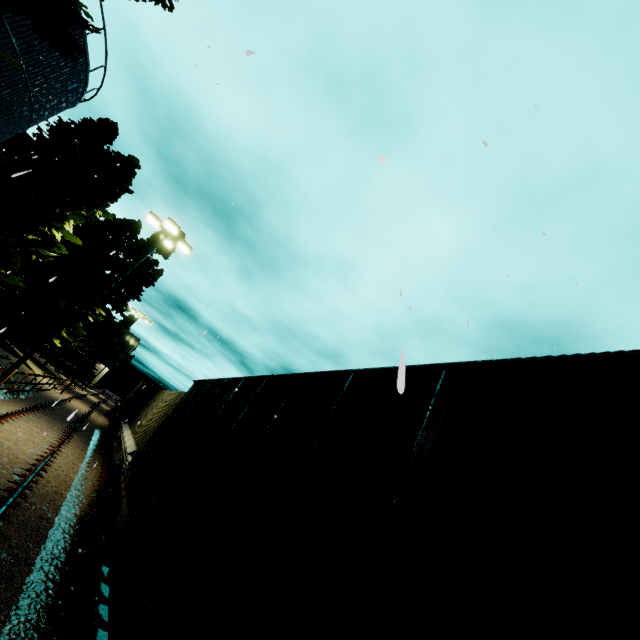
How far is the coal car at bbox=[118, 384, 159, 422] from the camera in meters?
21.8

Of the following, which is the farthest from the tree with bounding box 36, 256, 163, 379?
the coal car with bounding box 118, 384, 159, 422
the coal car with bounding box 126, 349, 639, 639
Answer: the coal car with bounding box 126, 349, 639, 639

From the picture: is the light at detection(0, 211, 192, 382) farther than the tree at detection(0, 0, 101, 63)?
Yes

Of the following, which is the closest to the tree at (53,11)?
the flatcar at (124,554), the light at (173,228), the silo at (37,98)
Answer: the silo at (37,98)

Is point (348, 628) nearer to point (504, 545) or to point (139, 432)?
point (504, 545)

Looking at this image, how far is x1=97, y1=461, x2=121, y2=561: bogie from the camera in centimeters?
672cm

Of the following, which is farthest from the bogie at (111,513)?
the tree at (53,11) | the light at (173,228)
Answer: → the light at (173,228)

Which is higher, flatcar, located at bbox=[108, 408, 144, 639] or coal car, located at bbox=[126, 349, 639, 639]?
coal car, located at bbox=[126, 349, 639, 639]
